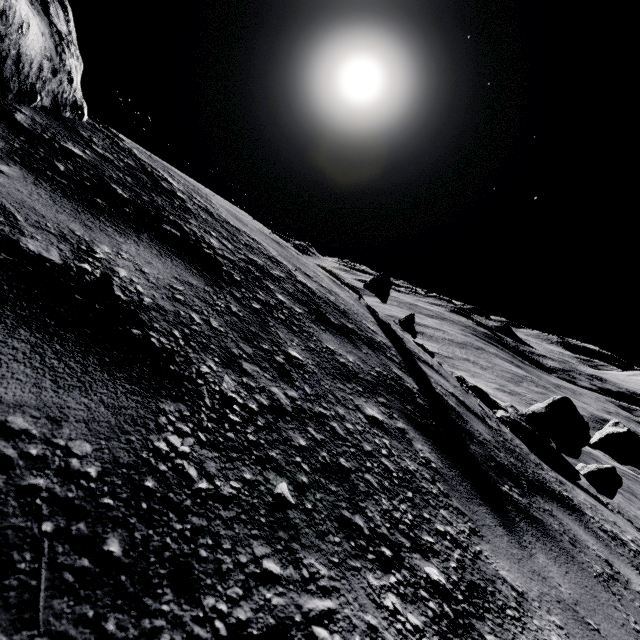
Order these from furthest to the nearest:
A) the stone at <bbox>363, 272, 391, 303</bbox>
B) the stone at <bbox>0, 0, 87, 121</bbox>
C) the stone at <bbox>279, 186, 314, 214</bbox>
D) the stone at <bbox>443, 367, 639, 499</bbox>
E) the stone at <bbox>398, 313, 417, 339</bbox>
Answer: the stone at <bbox>398, 313, 417, 339</bbox>, the stone at <bbox>363, 272, 391, 303</bbox>, the stone at <bbox>279, 186, 314, 214</bbox>, the stone at <bbox>443, 367, 639, 499</bbox>, the stone at <bbox>0, 0, 87, 121</bbox>

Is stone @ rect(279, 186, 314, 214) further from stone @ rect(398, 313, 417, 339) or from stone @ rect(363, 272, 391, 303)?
stone @ rect(398, 313, 417, 339)

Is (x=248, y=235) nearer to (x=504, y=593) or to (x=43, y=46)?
(x=43, y=46)

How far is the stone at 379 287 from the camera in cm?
669

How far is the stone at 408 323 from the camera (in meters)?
9.43

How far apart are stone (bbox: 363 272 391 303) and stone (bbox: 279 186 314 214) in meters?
2.3 m

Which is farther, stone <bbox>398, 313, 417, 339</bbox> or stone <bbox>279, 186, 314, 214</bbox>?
stone <bbox>398, 313, 417, 339</bbox>
